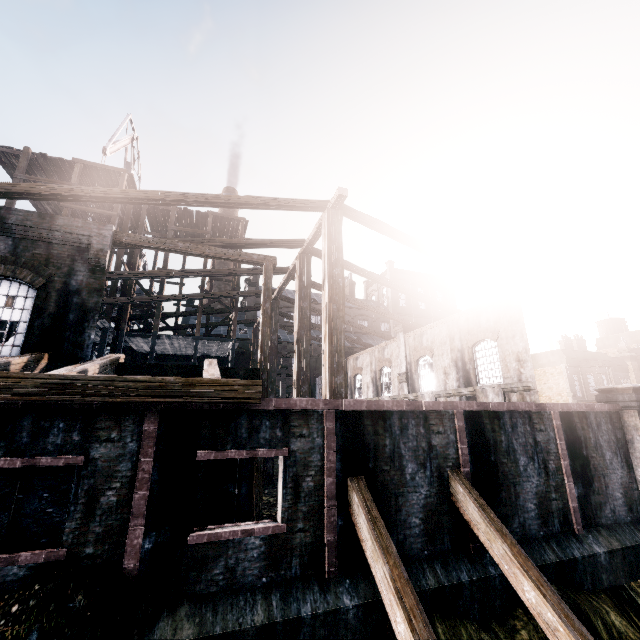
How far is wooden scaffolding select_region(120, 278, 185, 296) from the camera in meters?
25.4

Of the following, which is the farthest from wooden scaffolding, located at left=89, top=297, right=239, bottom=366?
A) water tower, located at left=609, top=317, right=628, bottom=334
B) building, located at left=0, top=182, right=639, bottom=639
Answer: water tower, located at left=609, top=317, right=628, bottom=334

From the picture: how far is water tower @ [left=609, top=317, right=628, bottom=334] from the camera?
59.12m

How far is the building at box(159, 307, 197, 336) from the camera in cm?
2799

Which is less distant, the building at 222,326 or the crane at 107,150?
the crane at 107,150

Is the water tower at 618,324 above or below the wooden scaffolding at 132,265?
above

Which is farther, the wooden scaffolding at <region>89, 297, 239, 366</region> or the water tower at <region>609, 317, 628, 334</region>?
the water tower at <region>609, 317, 628, 334</region>

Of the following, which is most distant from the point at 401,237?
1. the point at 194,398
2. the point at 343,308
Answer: the point at 194,398
